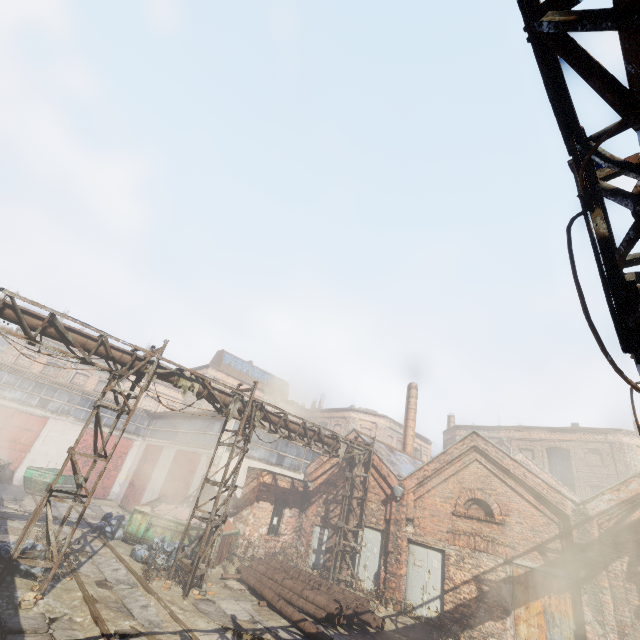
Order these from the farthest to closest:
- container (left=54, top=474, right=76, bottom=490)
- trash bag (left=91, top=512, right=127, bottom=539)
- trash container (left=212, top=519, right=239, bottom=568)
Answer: container (left=54, top=474, right=76, bottom=490), trash bag (left=91, top=512, right=127, bottom=539), trash container (left=212, top=519, right=239, bottom=568)

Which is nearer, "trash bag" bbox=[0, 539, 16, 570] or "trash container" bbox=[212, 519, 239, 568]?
"trash bag" bbox=[0, 539, 16, 570]

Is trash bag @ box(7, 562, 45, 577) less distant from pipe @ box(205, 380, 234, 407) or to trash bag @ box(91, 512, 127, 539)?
pipe @ box(205, 380, 234, 407)

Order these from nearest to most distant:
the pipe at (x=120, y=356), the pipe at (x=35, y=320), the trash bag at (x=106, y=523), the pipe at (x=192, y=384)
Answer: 1. the pipe at (x=35, y=320)
2. the pipe at (x=120, y=356)
3. the pipe at (x=192, y=384)
4. the trash bag at (x=106, y=523)

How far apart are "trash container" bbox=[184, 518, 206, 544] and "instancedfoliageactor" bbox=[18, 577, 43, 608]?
6.4m

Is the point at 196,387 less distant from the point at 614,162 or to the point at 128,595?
the point at 128,595

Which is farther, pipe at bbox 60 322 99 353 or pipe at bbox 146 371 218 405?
pipe at bbox 146 371 218 405

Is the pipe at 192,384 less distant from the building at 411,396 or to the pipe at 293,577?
the pipe at 293,577
